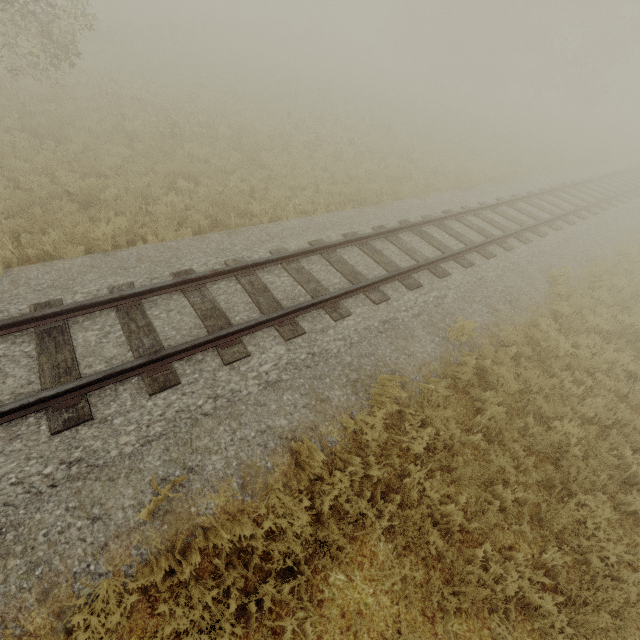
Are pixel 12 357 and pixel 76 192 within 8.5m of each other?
yes
